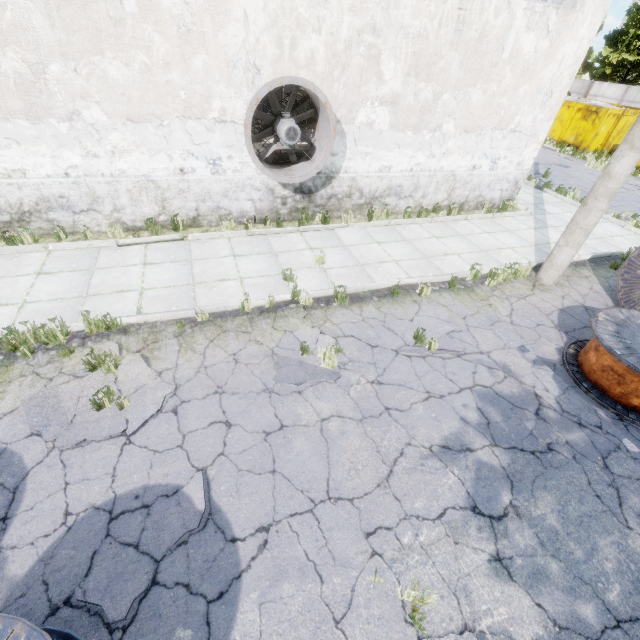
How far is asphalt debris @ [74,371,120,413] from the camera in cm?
452

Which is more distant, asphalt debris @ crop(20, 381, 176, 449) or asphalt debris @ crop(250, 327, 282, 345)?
asphalt debris @ crop(250, 327, 282, 345)

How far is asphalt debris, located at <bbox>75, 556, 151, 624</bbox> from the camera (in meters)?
2.95

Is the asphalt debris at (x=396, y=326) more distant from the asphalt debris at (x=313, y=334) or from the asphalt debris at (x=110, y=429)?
the asphalt debris at (x=110, y=429)

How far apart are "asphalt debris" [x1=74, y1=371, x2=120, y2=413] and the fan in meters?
5.1

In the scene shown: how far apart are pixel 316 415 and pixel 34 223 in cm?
812

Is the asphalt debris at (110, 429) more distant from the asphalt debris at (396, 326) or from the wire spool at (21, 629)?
the asphalt debris at (396, 326)

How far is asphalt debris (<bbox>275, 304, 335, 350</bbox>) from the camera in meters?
5.9 m
